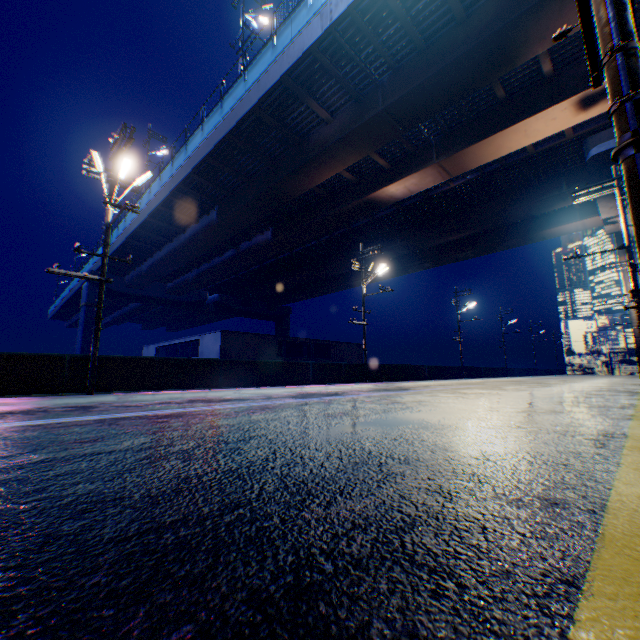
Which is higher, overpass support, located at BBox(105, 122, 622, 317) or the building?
overpass support, located at BBox(105, 122, 622, 317)

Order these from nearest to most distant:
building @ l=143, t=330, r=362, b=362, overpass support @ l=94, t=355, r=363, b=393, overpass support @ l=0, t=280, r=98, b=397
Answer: overpass support @ l=0, t=280, r=98, b=397 < overpass support @ l=94, t=355, r=363, b=393 < building @ l=143, t=330, r=362, b=362

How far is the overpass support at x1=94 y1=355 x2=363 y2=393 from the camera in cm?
1161

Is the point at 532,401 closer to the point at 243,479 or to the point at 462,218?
the point at 243,479

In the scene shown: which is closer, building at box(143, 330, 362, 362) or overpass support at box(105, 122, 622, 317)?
overpass support at box(105, 122, 622, 317)

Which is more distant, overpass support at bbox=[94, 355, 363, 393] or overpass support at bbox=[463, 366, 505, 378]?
overpass support at bbox=[463, 366, 505, 378]

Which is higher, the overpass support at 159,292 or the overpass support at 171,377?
the overpass support at 159,292

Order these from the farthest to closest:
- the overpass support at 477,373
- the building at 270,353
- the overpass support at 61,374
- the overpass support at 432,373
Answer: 1. the overpass support at 477,373
2. the building at 270,353
3. the overpass support at 432,373
4. the overpass support at 61,374
